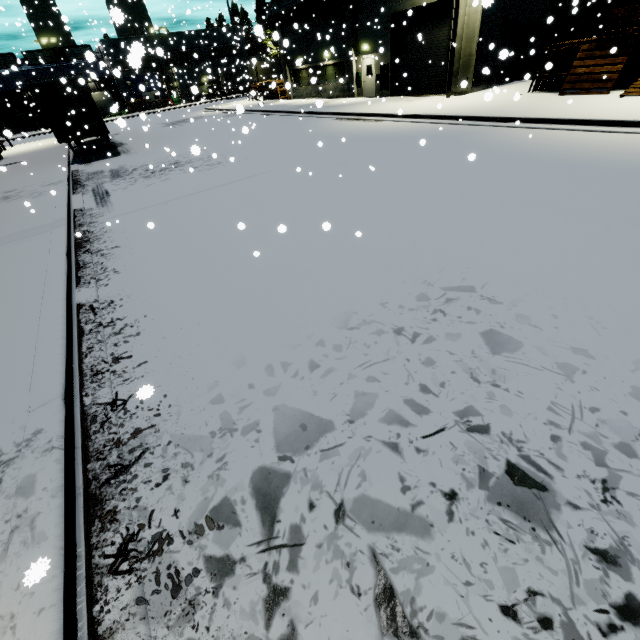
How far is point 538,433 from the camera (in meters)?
2.85

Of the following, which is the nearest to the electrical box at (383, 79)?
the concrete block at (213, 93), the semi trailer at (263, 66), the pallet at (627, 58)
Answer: the pallet at (627, 58)

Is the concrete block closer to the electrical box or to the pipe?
the pipe

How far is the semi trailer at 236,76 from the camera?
31.8m

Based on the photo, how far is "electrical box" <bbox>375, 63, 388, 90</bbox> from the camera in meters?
23.1 m

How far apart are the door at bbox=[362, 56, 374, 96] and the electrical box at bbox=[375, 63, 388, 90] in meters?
0.8

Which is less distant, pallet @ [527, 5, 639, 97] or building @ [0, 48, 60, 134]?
pallet @ [527, 5, 639, 97]

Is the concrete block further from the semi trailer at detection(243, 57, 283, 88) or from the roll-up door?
the roll-up door
